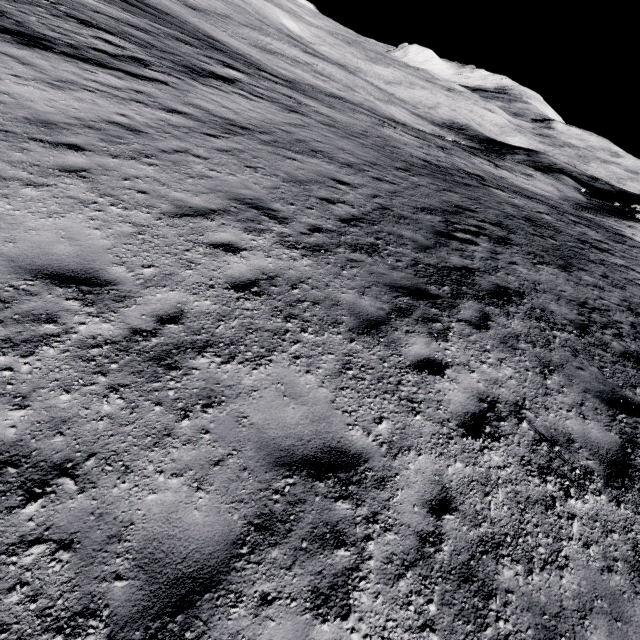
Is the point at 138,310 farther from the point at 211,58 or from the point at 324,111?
the point at 211,58
